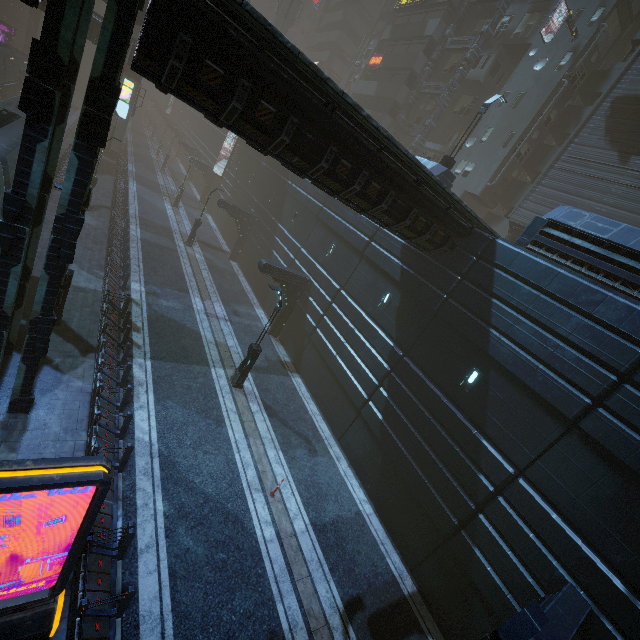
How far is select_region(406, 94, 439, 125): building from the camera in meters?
32.9

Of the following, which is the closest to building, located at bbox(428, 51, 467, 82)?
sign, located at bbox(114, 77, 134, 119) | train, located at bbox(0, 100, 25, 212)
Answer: sign, located at bbox(114, 77, 134, 119)

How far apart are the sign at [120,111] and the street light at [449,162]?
27.7m

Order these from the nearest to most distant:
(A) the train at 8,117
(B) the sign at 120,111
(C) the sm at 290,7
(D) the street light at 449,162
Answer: (A) the train at 8,117 < (D) the street light at 449,162 < (B) the sign at 120,111 < (C) the sm at 290,7

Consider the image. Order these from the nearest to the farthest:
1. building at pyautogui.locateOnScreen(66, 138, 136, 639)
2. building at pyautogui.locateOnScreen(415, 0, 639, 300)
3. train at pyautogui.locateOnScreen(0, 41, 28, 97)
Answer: building at pyautogui.locateOnScreen(66, 138, 136, 639), building at pyautogui.locateOnScreen(415, 0, 639, 300), train at pyautogui.locateOnScreen(0, 41, 28, 97)

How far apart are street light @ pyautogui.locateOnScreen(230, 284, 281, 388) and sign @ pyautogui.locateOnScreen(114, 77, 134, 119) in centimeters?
2819cm

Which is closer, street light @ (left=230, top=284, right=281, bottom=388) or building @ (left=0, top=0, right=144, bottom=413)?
building @ (left=0, top=0, right=144, bottom=413)

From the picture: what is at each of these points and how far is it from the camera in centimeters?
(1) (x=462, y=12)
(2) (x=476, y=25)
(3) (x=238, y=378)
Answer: (1) building structure, 3016cm
(2) building, 3108cm
(3) street light, 1562cm
